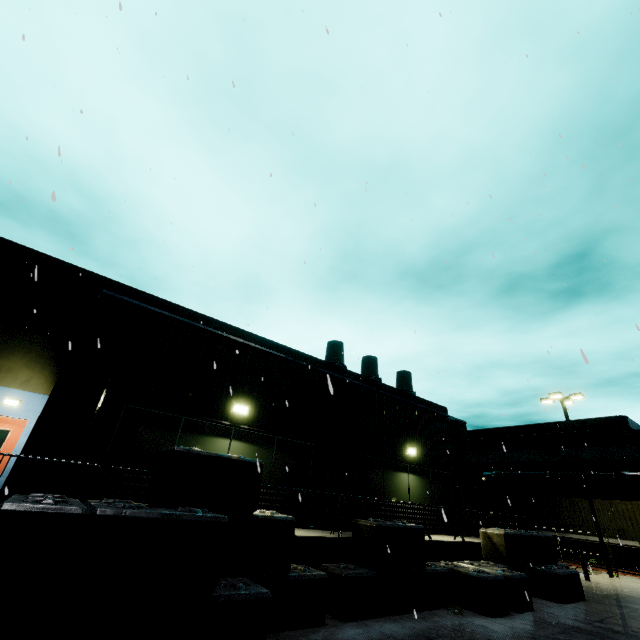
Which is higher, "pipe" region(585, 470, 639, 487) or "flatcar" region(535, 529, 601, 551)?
"pipe" region(585, 470, 639, 487)

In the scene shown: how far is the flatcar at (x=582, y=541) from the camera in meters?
22.8 m

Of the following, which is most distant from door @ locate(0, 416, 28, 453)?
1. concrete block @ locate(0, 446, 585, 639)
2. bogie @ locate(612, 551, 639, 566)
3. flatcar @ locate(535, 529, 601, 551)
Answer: bogie @ locate(612, 551, 639, 566)

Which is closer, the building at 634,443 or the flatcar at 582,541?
the flatcar at 582,541

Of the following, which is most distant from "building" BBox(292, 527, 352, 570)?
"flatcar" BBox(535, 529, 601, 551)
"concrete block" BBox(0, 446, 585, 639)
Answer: "flatcar" BBox(535, 529, 601, 551)

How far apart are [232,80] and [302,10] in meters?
7.3

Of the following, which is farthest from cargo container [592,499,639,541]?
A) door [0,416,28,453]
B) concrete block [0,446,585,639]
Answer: door [0,416,28,453]

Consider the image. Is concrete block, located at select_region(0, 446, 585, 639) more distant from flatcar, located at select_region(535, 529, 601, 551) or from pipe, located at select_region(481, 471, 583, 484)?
flatcar, located at select_region(535, 529, 601, 551)
